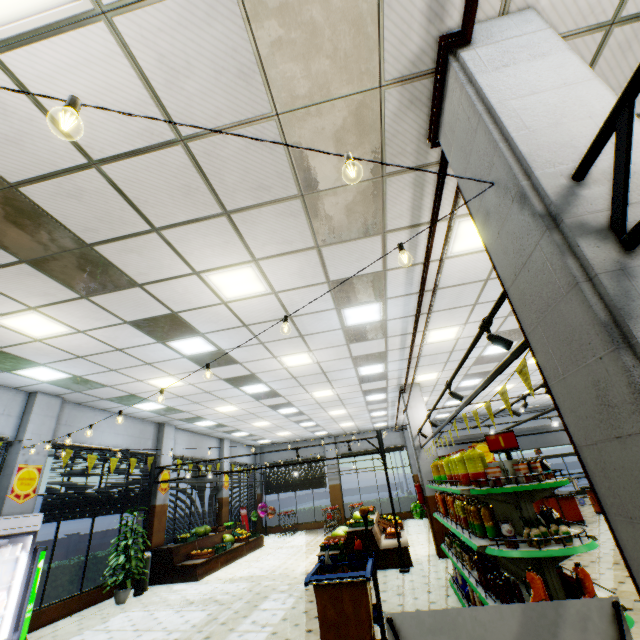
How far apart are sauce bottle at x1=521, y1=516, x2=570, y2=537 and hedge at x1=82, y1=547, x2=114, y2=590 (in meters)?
10.17

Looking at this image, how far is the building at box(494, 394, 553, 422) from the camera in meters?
16.5

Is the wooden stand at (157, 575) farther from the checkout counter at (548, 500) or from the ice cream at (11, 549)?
the checkout counter at (548, 500)

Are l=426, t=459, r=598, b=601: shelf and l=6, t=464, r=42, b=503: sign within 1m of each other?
no

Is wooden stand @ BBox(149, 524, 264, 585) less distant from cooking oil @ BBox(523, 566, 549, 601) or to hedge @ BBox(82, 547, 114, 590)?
hedge @ BBox(82, 547, 114, 590)

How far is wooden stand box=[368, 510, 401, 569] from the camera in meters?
8.6

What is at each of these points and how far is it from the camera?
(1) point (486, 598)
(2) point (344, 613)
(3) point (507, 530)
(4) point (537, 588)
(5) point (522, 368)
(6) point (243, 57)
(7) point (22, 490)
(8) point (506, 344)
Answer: (1) shelf, 3.9m
(2) cleaning cart, 3.5m
(3) packaged food, 3.5m
(4) cooking oil, 3.2m
(5) banner sign, 2.5m
(6) building, 2.4m
(7) sign, 7.2m
(8) light truss, 2.9m

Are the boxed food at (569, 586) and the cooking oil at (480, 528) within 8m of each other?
yes
